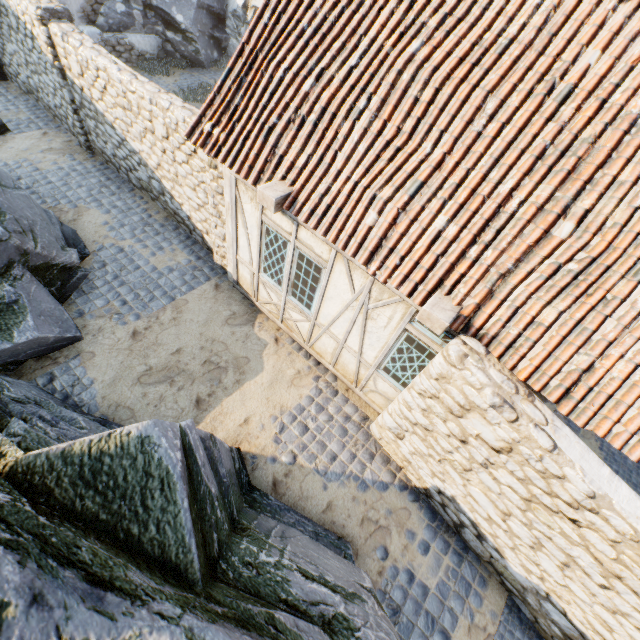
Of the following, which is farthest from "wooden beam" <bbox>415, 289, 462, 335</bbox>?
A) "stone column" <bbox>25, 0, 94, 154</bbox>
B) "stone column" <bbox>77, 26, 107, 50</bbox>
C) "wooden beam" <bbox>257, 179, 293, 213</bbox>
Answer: "stone column" <bbox>77, 26, 107, 50</bbox>

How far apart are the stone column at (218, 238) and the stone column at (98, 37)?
11.65m

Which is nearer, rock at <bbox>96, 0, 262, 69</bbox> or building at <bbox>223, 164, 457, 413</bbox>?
building at <bbox>223, 164, 457, 413</bbox>

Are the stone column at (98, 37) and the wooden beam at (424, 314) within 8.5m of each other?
no

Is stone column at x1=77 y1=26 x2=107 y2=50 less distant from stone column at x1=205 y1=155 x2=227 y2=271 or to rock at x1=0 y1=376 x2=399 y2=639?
rock at x1=0 y1=376 x2=399 y2=639

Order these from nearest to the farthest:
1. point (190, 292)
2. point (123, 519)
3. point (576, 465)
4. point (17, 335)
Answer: point (123, 519) < point (576, 465) < point (17, 335) < point (190, 292)

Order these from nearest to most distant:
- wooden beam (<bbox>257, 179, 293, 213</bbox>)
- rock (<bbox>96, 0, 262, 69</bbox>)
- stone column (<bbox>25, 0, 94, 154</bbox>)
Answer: wooden beam (<bbox>257, 179, 293, 213</bbox>) < stone column (<bbox>25, 0, 94, 154</bbox>) < rock (<bbox>96, 0, 262, 69</bbox>)

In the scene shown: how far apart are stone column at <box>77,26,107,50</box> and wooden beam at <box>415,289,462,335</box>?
16.5m
